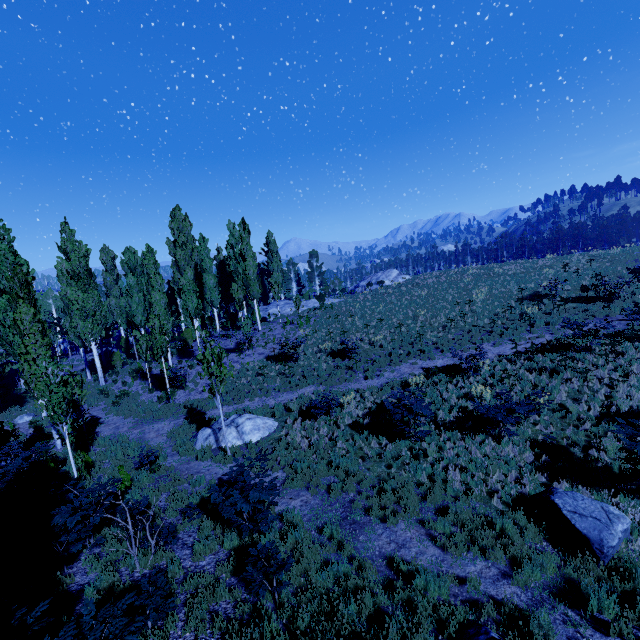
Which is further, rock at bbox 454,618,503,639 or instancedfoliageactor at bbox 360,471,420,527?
instancedfoliageactor at bbox 360,471,420,527

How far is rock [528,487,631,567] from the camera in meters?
6.4

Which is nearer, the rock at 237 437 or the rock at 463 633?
the rock at 463 633

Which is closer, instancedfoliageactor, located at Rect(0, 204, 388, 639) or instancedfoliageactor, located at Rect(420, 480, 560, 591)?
instancedfoliageactor, located at Rect(0, 204, 388, 639)

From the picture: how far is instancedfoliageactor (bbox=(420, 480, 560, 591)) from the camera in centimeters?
644cm

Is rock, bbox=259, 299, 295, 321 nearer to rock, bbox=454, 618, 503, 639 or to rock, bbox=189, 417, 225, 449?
rock, bbox=189, 417, 225, 449

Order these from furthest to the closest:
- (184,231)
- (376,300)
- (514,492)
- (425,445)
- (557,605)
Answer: (184,231), (376,300), (425,445), (514,492), (557,605)

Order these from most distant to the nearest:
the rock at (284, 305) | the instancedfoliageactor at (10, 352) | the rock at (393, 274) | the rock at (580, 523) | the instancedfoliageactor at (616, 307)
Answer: the rock at (393, 274), the rock at (284, 305), the instancedfoliageactor at (616, 307), the rock at (580, 523), the instancedfoliageactor at (10, 352)
